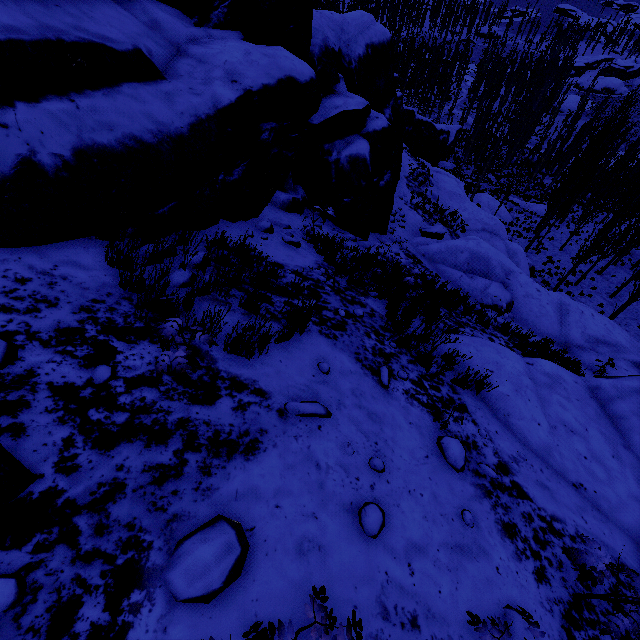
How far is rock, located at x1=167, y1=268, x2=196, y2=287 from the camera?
3.9m

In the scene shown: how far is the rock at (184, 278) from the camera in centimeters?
394cm

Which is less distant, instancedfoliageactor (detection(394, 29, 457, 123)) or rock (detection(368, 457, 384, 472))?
rock (detection(368, 457, 384, 472))

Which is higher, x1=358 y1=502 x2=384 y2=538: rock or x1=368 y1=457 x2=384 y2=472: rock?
x1=358 y1=502 x2=384 y2=538: rock

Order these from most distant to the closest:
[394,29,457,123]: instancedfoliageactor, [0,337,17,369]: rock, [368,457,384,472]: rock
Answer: [394,29,457,123]: instancedfoliageactor → [368,457,384,472]: rock → [0,337,17,369]: rock

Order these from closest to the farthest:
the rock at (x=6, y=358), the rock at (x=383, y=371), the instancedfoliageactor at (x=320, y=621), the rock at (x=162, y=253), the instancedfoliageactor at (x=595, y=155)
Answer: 1. the instancedfoliageactor at (x=320, y=621)
2. the rock at (x=6, y=358)
3. the rock at (x=162, y=253)
4. the rock at (x=383, y=371)
5. the instancedfoliageactor at (x=595, y=155)

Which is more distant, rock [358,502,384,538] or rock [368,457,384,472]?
rock [368,457,384,472]

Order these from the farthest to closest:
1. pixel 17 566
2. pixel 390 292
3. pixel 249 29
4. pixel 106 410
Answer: pixel 390 292, pixel 249 29, pixel 106 410, pixel 17 566
